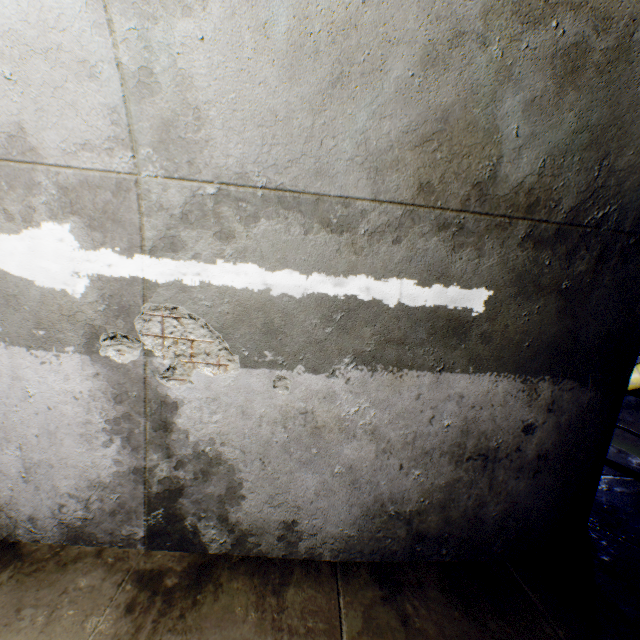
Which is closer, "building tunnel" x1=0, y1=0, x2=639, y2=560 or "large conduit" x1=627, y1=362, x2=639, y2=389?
"building tunnel" x1=0, y1=0, x2=639, y2=560

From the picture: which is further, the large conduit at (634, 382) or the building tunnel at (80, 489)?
the large conduit at (634, 382)

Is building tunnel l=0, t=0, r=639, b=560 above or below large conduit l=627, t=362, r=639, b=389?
below

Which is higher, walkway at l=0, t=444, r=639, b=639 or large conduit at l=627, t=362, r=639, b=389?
large conduit at l=627, t=362, r=639, b=389

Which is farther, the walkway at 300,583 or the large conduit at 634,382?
the large conduit at 634,382

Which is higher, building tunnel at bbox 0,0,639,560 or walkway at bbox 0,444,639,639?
building tunnel at bbox 0,0,639,560

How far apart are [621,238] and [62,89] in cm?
291

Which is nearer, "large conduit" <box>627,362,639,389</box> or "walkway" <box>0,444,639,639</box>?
"walkway" <box>0,444,639,639</box>
